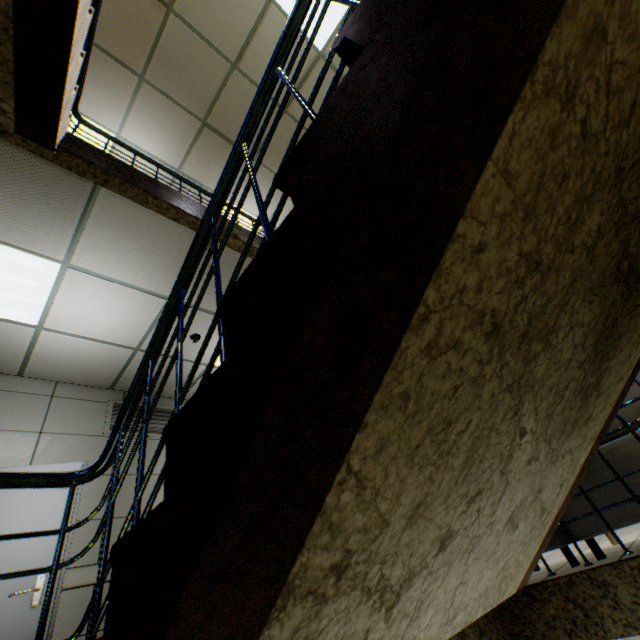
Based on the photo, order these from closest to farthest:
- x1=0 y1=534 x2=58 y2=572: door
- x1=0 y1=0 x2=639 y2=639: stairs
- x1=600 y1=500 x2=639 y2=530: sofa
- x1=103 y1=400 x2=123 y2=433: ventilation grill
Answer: x1=0 y1=0 x2=639 y2=639: stairs, x1=600 y1=500 x2=639 y2=530: sofa, x1=0 y1=534 x2=58 y2=572: door, x1=103 y1=400 x2=123 y2=433: ventilation grill

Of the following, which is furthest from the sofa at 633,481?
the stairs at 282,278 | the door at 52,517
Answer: the door at 52,517

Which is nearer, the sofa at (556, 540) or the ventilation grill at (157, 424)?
the sofa at (556, 540)

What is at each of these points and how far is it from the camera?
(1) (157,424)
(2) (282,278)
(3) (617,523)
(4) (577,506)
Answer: (1) ventilation grill, 4.72m
(2) stairs, 0.60m
(3) sofa, 2.19m
(4) sofa, 2.36m

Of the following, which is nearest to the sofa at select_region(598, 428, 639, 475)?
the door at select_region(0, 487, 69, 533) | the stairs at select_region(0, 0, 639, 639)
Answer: the stairs at select_region(0, 0, 639, 639)

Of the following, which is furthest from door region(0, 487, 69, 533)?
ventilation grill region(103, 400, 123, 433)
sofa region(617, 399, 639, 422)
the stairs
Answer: sofa region(617, 399, 639, 422)

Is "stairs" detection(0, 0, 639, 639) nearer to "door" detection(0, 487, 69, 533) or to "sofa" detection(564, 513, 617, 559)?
"sofa" detection(564, 513, 617, 559)
